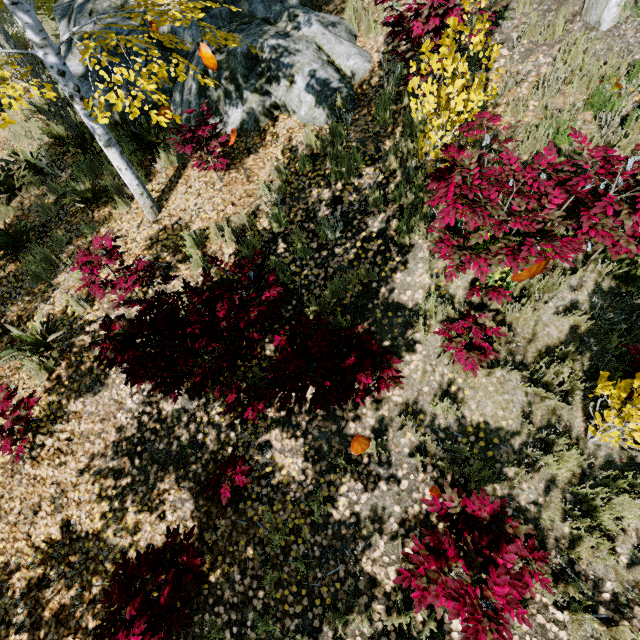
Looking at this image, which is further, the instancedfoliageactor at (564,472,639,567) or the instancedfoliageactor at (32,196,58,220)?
the instancedfoliageactor at (32,196,58,220)

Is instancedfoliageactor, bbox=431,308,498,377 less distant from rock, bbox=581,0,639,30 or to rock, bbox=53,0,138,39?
rock, bbox=53,0,138,39

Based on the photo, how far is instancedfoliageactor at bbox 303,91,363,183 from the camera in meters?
4.8 m

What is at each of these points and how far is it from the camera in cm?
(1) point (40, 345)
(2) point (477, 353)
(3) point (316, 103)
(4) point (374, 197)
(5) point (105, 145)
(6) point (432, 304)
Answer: (1) instancedfoliageactor, 491
(2) instancedfoliageactor, 334
(3) rock, 533
(4) instancedfoliageactor, 454
(5) instancedfoliageactor, 461
(6) instancedfoliageactor, 393

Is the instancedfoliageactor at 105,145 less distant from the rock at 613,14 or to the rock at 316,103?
the rock at 316,103

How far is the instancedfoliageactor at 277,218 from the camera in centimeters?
479cm

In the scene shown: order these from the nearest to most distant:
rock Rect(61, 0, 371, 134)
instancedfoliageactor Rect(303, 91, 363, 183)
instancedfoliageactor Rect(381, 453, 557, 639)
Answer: instancedfoliageactor Rect(381, 453, 557, 639) → instancedfoliageactor Rect(303, 91, 363, 183) → rock Rect(61, 0, 371, 134)
